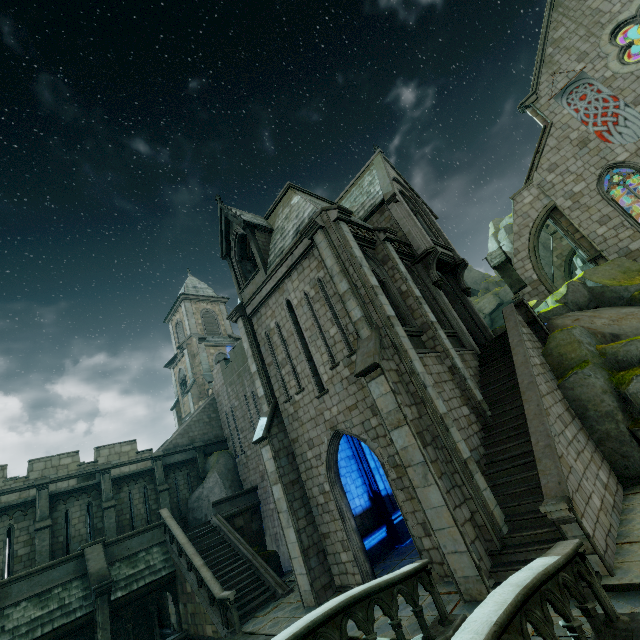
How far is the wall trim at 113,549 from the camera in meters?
15.1 m

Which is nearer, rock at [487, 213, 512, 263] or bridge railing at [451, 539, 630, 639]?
bridge railing at [451, 539, 630, 639]

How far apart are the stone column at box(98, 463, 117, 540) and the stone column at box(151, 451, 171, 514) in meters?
2.2

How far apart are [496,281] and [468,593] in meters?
48.0 m

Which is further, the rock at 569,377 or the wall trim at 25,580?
the wall trim at 25,580

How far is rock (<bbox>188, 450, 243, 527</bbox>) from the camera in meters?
20.6

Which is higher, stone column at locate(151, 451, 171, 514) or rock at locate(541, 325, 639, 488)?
stone column at locate(151, 451, 171, 514)

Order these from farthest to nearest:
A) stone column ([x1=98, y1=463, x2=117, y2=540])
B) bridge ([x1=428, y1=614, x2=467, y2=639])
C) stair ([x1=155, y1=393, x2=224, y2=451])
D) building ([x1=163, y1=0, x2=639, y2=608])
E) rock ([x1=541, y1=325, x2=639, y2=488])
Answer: stair ([x1=155, y1=393, x2=224, y2=451]) → stone column ([x1=98, y1=463, x2=117, y2=540]) → rock ([x1=541, y1=325, x2=639, y2=488]) → building ([x1=163, y1=0, x2=639, y2=608]) → bridge ([x1=428, y1=614, x2=467, y2=639])
